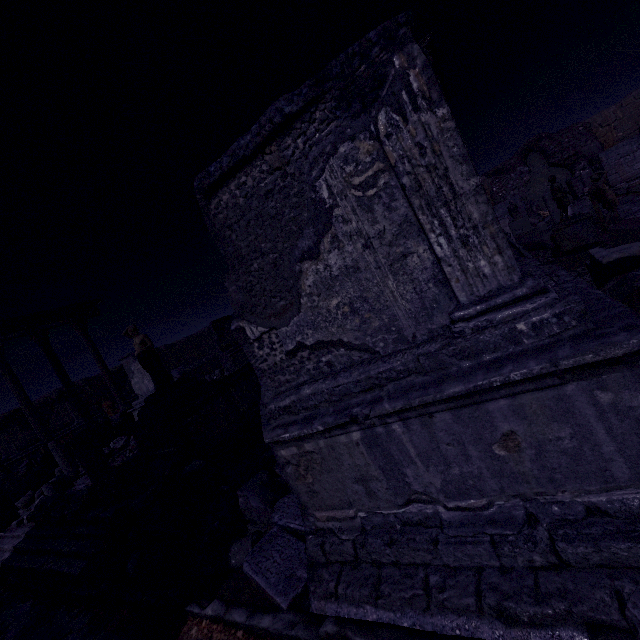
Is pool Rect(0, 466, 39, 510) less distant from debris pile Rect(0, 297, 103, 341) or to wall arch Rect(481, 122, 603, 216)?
debris pile Rect(0, 297, 103, 341)

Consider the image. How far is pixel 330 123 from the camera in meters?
2.4 m

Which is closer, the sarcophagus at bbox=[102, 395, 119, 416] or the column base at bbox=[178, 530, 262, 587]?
the column base at bbox=[178, 530, 262, 587]

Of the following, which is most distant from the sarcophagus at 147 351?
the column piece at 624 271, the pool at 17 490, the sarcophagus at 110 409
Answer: the sarcophagus at 110 409

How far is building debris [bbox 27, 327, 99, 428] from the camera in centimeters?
1606cm

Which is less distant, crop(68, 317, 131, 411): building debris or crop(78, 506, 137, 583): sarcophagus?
crop(78, 506, 137, 583): sarcophagus

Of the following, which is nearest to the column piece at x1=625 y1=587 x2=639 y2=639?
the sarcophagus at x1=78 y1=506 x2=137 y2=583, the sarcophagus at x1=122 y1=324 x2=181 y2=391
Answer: the sarcophagus at x1=78 y1=506 x2=137 y2=583

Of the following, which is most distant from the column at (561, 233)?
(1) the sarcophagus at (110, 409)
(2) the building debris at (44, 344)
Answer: (1) the sarcophagus at (110, 409)
